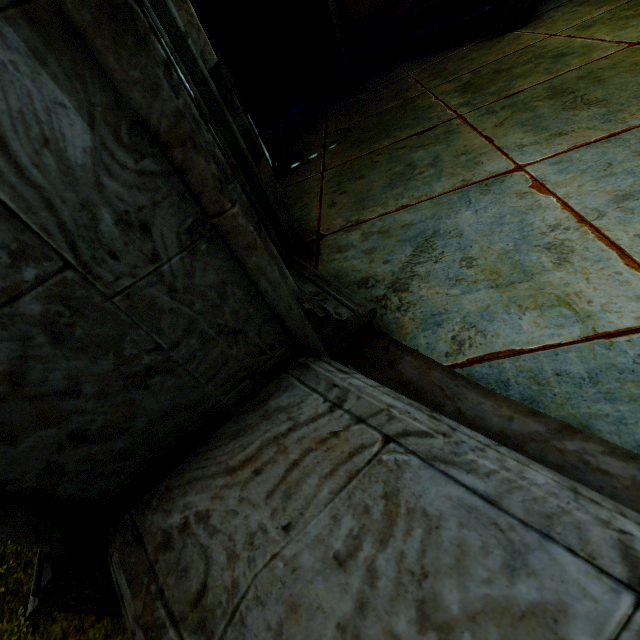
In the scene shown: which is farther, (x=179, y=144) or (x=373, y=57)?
(x=373, y=57)
